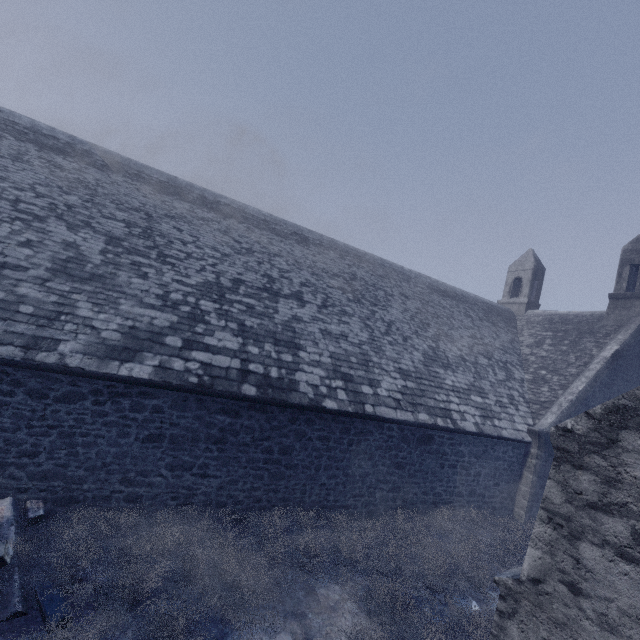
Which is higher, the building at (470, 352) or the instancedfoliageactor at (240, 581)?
the building at (470, 352)

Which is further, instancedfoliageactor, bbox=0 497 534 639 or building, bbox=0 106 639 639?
instancedfoliageactor, bbox=0 497 534 639

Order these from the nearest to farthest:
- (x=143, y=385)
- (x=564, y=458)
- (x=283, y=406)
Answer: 1. (x=564, y=458)
2. (x=143, y=385)
3. (x=283, y=406)

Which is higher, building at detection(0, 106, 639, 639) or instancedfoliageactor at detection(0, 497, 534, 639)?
building at detection(0, 106, 639, 639)

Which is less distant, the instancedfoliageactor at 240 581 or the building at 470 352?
the building at 470 352
